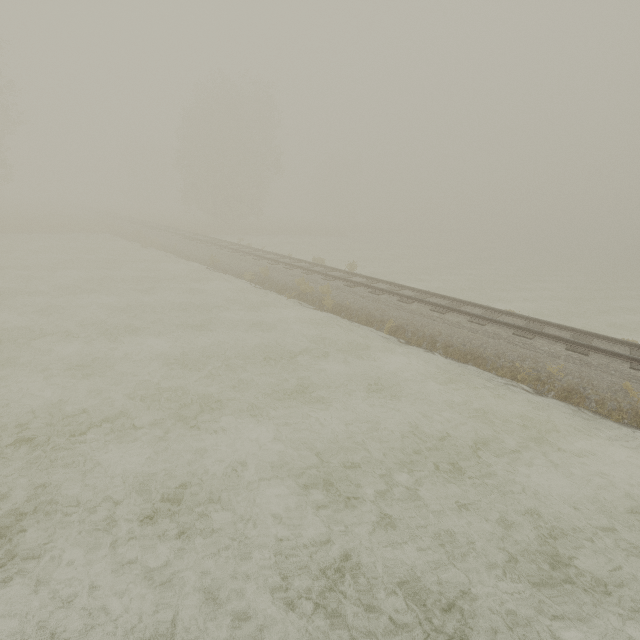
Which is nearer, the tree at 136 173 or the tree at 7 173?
the tree at 7 173

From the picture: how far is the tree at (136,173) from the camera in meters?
58.2

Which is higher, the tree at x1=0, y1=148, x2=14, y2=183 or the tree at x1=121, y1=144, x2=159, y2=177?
the tree at x1=121, y1=144, x2=159, y2=177

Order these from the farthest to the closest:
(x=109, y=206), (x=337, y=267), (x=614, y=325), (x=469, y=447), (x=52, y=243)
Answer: (x=109, y=206) < (x=337, y=267) < (x=52, y=243) < (x=614, y=325) < (x=469, y=447)

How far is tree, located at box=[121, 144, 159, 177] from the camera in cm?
5825

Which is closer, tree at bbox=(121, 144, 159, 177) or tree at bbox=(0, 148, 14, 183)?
tree at bbox=(0, 148, 14, 183)
